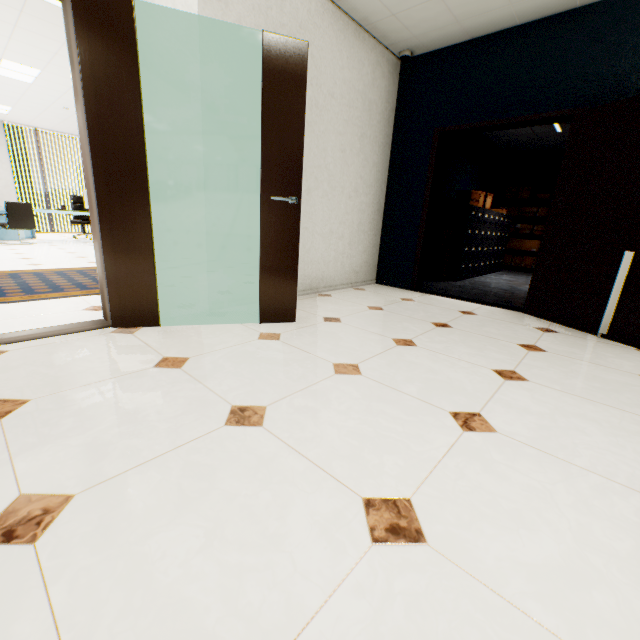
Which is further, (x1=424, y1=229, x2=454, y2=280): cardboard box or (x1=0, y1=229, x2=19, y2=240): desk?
(x1=0, y1=229, x2=19, y2=240): desk

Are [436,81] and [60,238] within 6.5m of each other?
no

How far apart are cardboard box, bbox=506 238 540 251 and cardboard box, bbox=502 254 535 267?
0.14m

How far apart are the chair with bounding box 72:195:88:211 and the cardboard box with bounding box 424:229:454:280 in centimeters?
904cm

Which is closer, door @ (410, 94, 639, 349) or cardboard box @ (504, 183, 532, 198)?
door @ (410, 94, 639, 349)

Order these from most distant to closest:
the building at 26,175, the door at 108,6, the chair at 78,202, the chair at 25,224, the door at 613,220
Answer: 1. the building at 26,175
2. the chair at 78,202
3. the chair at 25,224
4. the door at 613,220
5. the door at 108,6

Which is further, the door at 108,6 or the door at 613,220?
the door at 613,220

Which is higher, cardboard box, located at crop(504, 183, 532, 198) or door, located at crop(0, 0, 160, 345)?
cardboard box, located at crop(504, 183, 532, 198)
